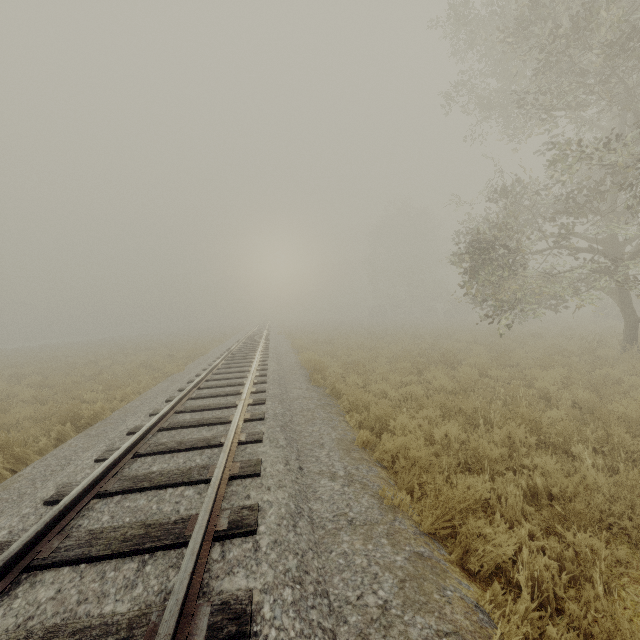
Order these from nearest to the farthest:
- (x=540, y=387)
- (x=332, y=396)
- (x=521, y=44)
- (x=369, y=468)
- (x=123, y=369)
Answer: (x=369, y=468) → (x=540, y=387) → (x=332, y=396) → (x=521, y=44) → (x=123, y=369)
